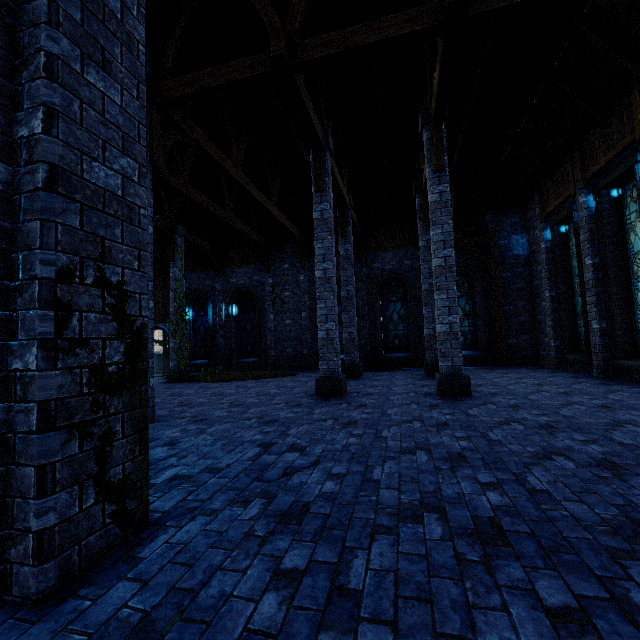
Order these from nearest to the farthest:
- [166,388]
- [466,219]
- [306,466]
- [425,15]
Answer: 1. [306,466]
2. [425,15]
3. [166,388]
4. [466,219]

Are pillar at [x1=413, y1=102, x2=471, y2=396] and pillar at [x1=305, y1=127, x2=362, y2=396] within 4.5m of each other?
yes

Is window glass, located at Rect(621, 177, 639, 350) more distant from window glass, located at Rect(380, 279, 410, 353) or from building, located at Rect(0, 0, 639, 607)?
window glass, located at Rect(380, 279, 410, 353)

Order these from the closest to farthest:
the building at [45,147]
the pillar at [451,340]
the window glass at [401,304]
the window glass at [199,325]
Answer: the building at [45,147] → the pillar at [451,340] → the window glass at [401,304] → the window glass at [199,325]

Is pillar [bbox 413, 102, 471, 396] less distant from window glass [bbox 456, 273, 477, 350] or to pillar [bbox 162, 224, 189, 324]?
window glass [bbox 456, 273, 477, 350]

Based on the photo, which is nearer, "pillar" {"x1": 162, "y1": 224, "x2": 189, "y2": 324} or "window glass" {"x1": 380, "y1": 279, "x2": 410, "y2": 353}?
"pillar" {"x1": 162, "y1": 224, "x2": 189, "y2": 324}

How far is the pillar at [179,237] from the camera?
14.2 meters

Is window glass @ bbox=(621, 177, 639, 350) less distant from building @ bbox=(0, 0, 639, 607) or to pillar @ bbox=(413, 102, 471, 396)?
building @ bbox=(0, 0, 639, 607)
